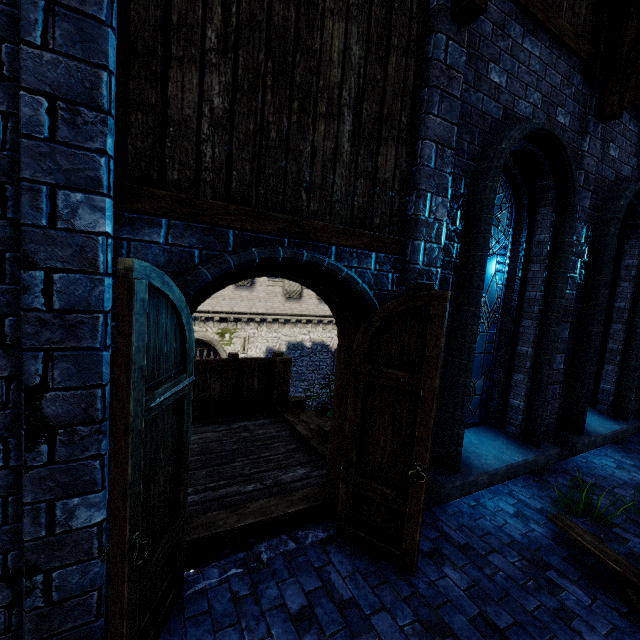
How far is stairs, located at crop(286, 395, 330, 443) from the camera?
5.3m

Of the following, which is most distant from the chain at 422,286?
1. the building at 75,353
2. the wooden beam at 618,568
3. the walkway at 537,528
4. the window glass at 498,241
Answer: the wooden beam at 618,568

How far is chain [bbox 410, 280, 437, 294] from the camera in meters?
3.2 m

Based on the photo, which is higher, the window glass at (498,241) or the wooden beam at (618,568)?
the window glass at (498,241)

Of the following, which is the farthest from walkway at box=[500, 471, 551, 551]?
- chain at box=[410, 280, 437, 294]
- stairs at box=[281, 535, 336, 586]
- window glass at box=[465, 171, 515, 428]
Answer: chain at box=[410, 280, 437, 294]

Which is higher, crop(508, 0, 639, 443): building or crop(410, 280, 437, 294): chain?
crop(508, 0, 639, 443): building

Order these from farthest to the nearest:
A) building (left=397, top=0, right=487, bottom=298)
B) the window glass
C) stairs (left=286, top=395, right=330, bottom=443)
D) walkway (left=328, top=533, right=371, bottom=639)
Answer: stairs (left=286, top=395, right=330, bottom=443) < the window glass < building (left=397, top=0, right=487, bottom=298) < walkway (left=328, top=533, right=371, bottom=639)

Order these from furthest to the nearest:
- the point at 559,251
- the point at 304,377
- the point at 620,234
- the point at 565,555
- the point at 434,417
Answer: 1. the point at 304,377
2. the point at 620,234
3. the point at 559,251
4. the point at 565,555
5. the point at 434,417
